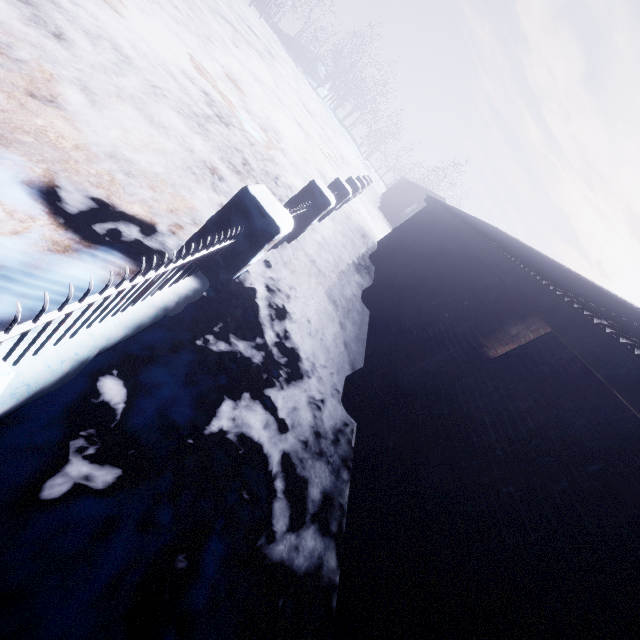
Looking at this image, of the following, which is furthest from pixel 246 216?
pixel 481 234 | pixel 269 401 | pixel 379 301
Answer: pixel 379 301
